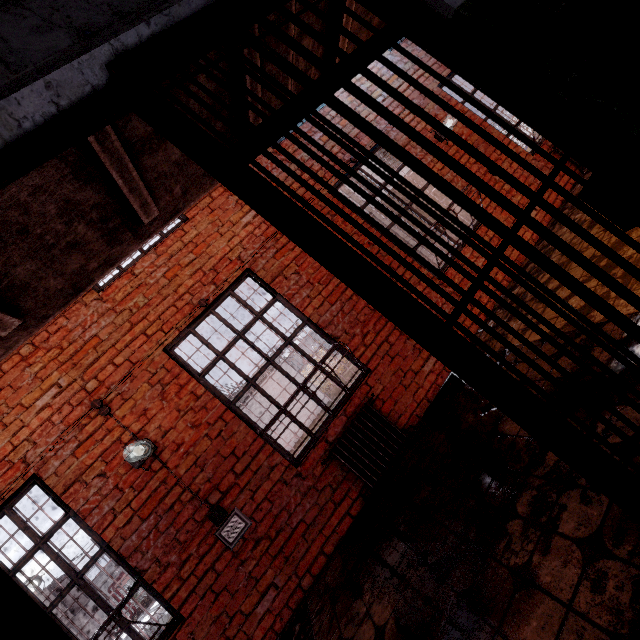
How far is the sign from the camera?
3.2 meters

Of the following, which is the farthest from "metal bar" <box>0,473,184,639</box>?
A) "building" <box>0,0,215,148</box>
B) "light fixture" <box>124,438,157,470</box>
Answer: "light fixture" <box>124,438,157,470</box>

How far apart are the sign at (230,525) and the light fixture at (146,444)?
0.91m

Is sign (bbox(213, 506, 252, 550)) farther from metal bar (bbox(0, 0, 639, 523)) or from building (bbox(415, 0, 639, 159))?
building (bbox(415, 0, 639, 159))

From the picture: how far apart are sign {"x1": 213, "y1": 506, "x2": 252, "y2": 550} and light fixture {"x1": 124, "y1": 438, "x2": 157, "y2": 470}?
0.9 meters

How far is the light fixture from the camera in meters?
3.2

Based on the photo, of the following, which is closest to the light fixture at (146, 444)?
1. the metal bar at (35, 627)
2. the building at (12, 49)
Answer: the metal bar at (35, 627)

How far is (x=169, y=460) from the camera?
3.32m
